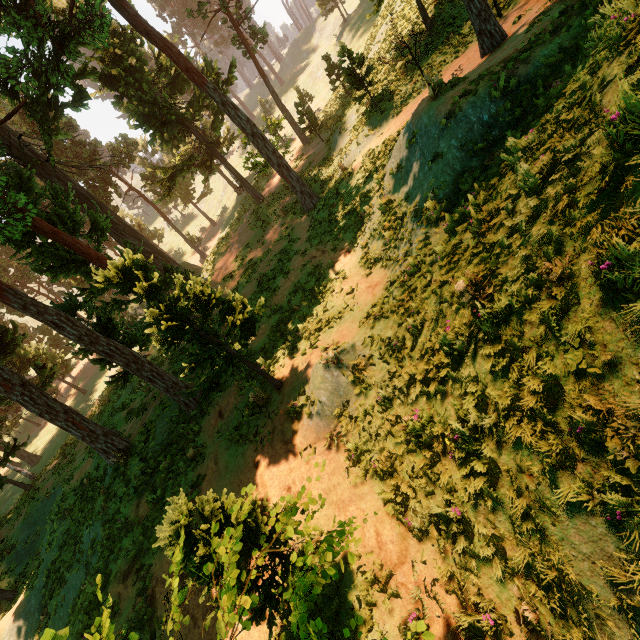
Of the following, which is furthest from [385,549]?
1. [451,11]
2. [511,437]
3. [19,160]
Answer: [19,160]

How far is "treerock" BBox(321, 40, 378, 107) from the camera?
17.52m

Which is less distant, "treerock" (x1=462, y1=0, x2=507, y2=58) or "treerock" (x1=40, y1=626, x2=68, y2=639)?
"treerock" (x1=40, y1=626, x2=68, y2=639)

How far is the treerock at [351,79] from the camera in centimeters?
1752cm

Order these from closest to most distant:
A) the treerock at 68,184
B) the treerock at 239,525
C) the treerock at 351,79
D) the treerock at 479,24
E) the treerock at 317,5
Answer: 1. the treerock at 239,525
2. the treerock at 68,184
3. the treerock at 479,24
4. the treerock at 351,79
5. the treerock at 317,5

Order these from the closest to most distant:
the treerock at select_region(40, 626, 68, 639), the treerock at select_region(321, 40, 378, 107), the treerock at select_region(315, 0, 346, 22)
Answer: the treerock at select_region(40, 626, 68, 639), the treerock at select_region(321, 40, 378, 107), the treerock at select_region(315, 0, 346, 22)
